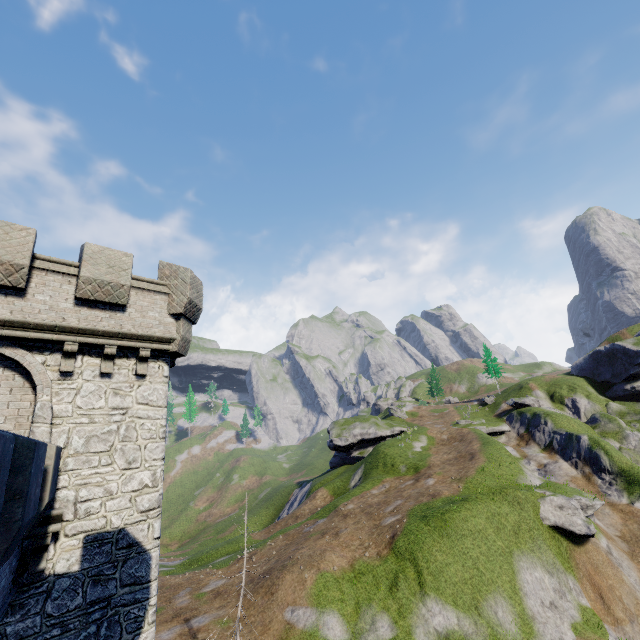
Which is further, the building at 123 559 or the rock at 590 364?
the rock at 590 364

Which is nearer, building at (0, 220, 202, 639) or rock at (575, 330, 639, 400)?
building at (0, 220, 202, 639)

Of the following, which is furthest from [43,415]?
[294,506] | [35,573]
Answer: [294,506]
